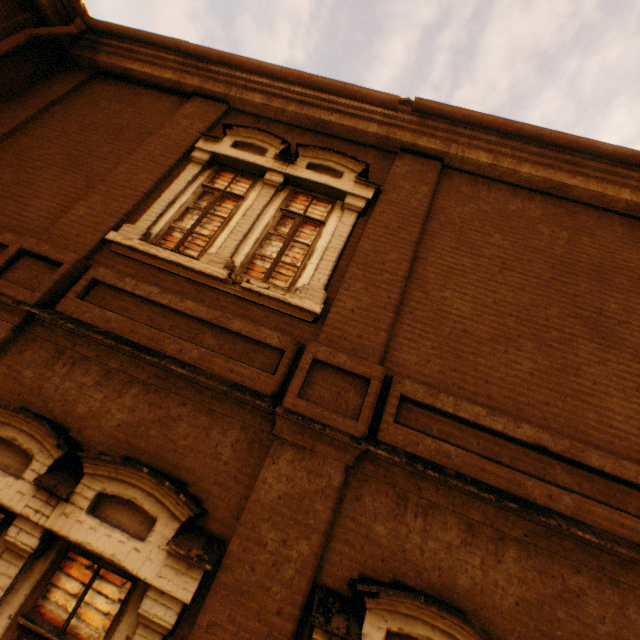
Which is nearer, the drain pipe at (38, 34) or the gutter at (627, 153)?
the gutter at (627, 153)

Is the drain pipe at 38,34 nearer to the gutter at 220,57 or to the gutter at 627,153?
the gutter at 220,57

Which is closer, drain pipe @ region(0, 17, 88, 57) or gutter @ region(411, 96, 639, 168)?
gutter @ region(411, 96, 639, 168)

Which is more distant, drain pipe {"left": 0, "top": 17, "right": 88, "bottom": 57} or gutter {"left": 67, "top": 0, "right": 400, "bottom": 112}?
drain pipe {"left": 0, "top": 17, "right": 88, "bottom": 57}

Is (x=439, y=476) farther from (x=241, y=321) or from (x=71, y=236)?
(x=71, y=236)

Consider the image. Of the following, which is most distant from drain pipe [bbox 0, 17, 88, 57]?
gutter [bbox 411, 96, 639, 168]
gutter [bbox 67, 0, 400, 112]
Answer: gutter [bbox 411, 96, 639, 168]
